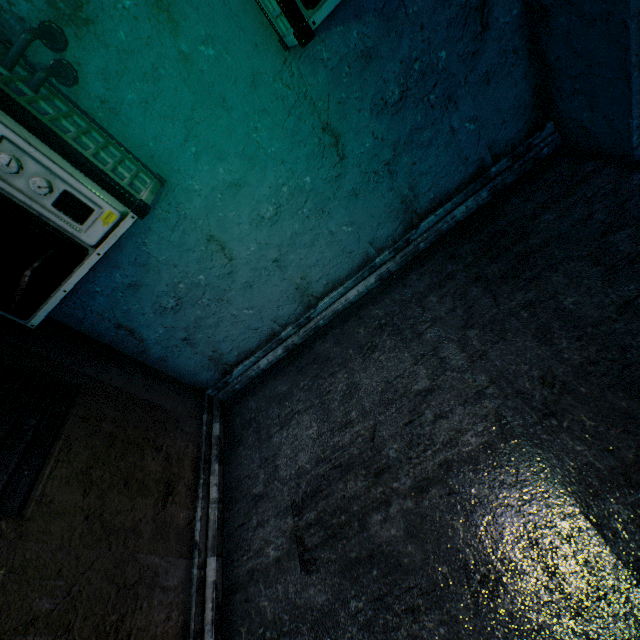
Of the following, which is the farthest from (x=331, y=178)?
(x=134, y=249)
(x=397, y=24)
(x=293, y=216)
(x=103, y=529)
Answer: (x=103, y=529)
